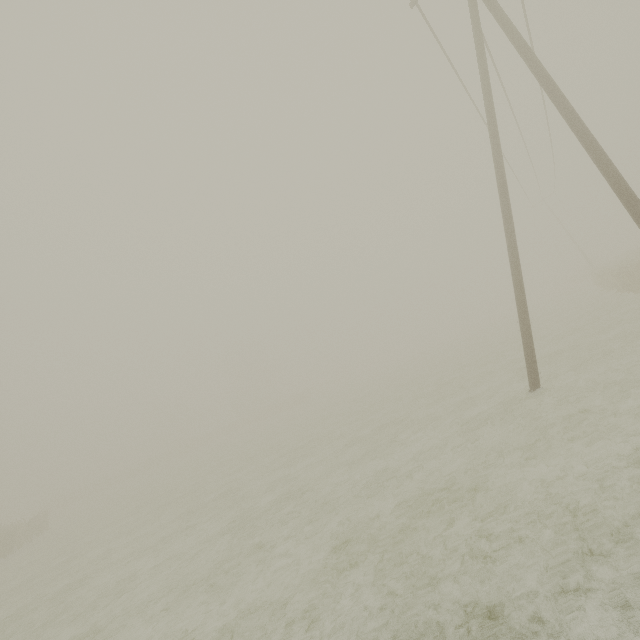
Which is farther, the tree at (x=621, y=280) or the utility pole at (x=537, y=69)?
the tree at (x=621, y=280)

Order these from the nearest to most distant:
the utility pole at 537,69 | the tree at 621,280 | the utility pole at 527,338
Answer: the utility pole at 537,69 < the utility pole at 527,338 < the tree at 621,280

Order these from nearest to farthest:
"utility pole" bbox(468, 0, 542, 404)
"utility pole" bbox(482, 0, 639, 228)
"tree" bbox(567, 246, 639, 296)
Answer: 1. "utility pole" bbox(482, 0, 639, 228)
2. "utility pole" bbox(468, 0, 542, 404)
3. "tree" bbox(567, 246, 639, 296)

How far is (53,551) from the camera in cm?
1798

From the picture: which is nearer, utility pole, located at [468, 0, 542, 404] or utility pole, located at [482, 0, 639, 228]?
utility pole, located at [482, 0, 639, 228]

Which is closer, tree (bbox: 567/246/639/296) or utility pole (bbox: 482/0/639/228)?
utility pole (bbox: 482/0/639/228)

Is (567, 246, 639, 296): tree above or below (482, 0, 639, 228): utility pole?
below
